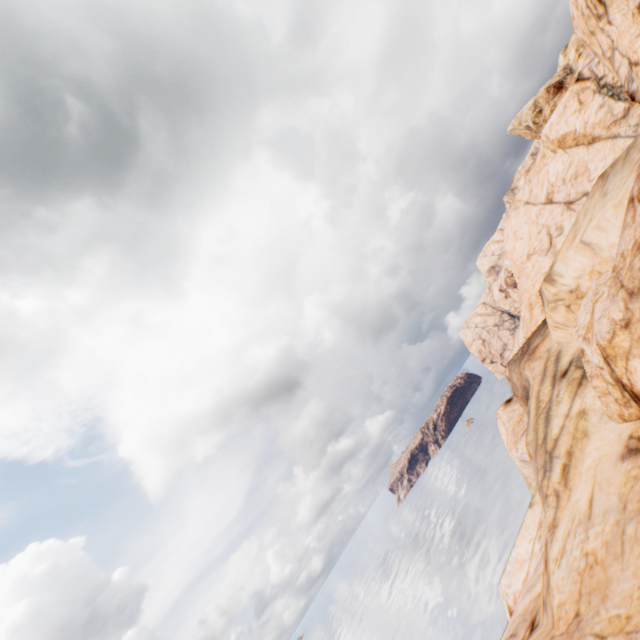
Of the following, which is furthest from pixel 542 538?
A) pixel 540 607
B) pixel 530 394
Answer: pixel 540 607
